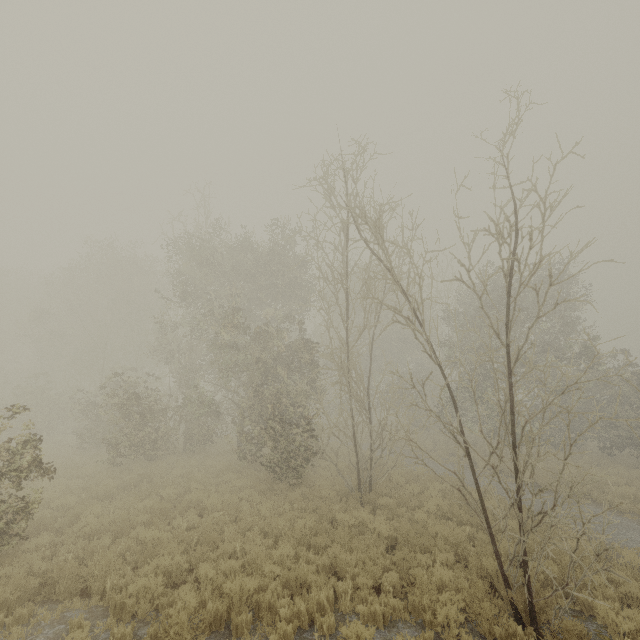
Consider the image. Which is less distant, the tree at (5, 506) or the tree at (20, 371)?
the tree at (20, 371)

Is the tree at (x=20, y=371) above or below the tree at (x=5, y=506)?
above

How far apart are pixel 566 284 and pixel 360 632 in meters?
21.5 m

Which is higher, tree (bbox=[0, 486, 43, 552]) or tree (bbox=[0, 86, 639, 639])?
tree (bbox=[0, 86, 639, 639])

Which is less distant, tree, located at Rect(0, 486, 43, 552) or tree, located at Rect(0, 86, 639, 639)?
tree, located at Rect(0, 86, 639, 639)
